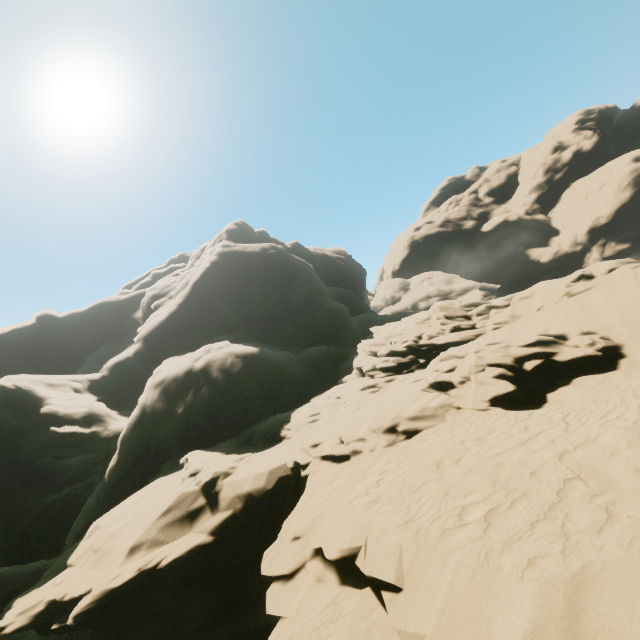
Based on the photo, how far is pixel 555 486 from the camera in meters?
4.8
